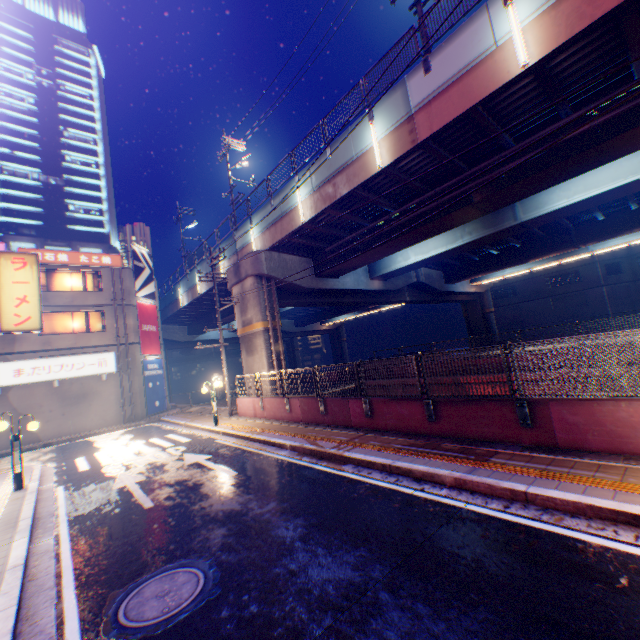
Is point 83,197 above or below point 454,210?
above

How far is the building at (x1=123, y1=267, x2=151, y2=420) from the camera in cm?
2397

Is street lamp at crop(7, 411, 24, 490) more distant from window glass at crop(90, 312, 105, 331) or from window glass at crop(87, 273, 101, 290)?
window glass at crop(87, 273, 101, 290)

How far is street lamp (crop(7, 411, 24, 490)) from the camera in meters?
9.8 m

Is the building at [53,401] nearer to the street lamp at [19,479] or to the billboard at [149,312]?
the billboard at [149,312]

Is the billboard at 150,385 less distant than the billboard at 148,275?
Yes

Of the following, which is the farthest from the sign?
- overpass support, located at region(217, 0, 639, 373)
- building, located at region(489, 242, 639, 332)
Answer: building, located at region(489, 242, 639, 332)

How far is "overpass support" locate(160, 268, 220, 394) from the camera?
28.86m
